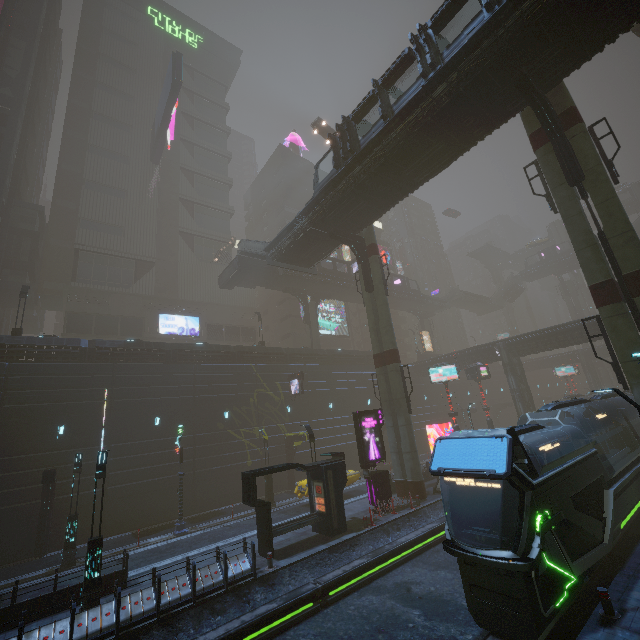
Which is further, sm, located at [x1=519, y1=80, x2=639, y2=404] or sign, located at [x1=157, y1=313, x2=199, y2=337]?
sign, located at [x1=157, y1=313, x2=199, y2=337]

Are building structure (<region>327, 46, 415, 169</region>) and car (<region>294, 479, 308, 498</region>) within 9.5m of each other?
no

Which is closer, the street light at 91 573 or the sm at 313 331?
the street light at 91 573

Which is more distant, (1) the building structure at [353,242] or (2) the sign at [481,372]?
(2) the sign at [481,372]

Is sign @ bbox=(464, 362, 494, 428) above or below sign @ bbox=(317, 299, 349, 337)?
below

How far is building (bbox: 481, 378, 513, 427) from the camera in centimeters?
5531cm

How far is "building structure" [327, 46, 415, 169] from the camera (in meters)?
17.44

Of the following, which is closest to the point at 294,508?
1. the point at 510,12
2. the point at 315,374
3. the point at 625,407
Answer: the point at 315,374
